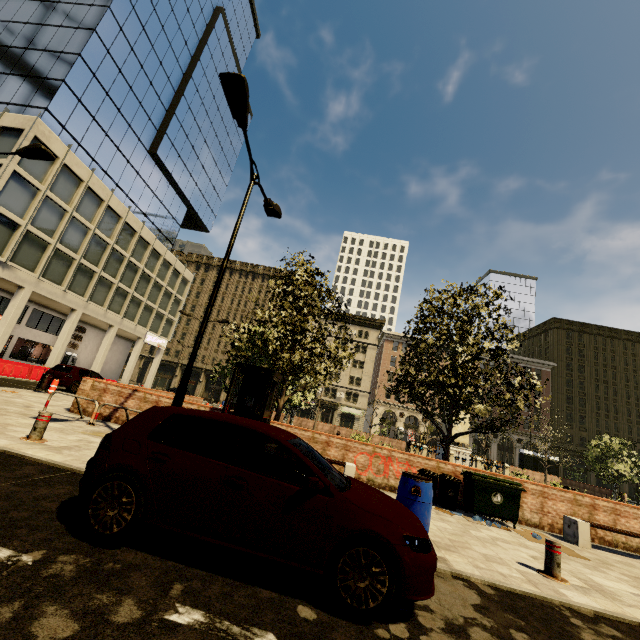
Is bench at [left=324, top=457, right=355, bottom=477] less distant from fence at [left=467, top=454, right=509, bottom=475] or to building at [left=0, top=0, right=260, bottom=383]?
fence at [left=467, top=454, right=509, bottom=475]

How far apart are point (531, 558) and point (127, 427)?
7.6 meters

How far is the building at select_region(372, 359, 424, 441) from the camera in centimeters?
5647cm

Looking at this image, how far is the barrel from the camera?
5.6 meters

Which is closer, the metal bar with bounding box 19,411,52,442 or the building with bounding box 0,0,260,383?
the metal bar with bounding box 19,411,52,442

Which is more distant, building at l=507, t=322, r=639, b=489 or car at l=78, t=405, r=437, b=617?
building at l=507, t=322, r=639, b=489

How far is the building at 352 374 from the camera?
57.00m

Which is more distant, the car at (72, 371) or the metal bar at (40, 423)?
the car at (72, 371)
